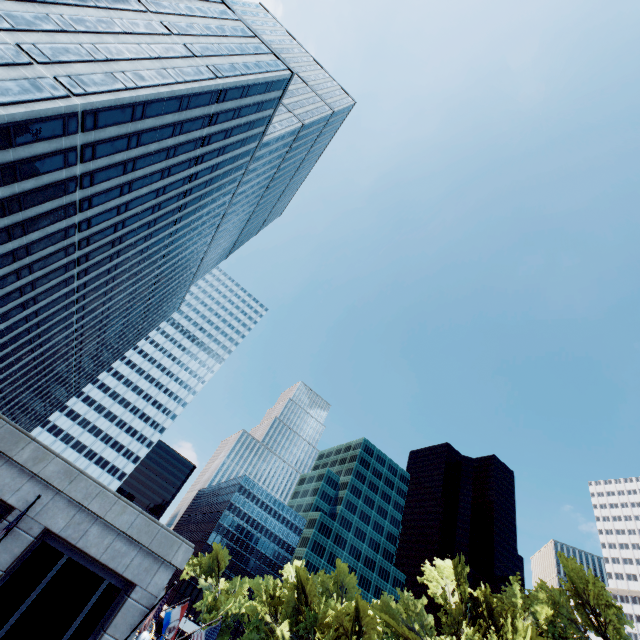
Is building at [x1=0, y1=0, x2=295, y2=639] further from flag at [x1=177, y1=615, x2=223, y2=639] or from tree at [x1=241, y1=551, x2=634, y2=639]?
tree at [x1=241, y1=551, x2=634, y2=639]

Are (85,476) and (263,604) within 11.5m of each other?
no

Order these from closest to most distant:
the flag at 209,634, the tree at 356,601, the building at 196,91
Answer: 1. the building at 196,91
2. the flag at 209,634
3. the tree at 356,601

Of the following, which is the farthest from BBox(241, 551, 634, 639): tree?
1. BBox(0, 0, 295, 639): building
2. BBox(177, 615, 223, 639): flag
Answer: BBox(0, 0, 295, 639): building

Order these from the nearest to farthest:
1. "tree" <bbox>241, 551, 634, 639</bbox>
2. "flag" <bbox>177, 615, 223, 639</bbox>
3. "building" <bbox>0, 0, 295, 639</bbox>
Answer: "building" <bbox>0, 0, 295, 639</bbox>
"flag" <bbox>177, 615, 223, 639</bbox>
"tree" <bbox>241, 551, 634, 639</bbox>

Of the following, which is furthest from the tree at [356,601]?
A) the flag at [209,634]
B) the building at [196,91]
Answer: the building at [196,91]

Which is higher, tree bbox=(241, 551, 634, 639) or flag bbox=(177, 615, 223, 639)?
tree bbox=(241, 551, 634, 639)
